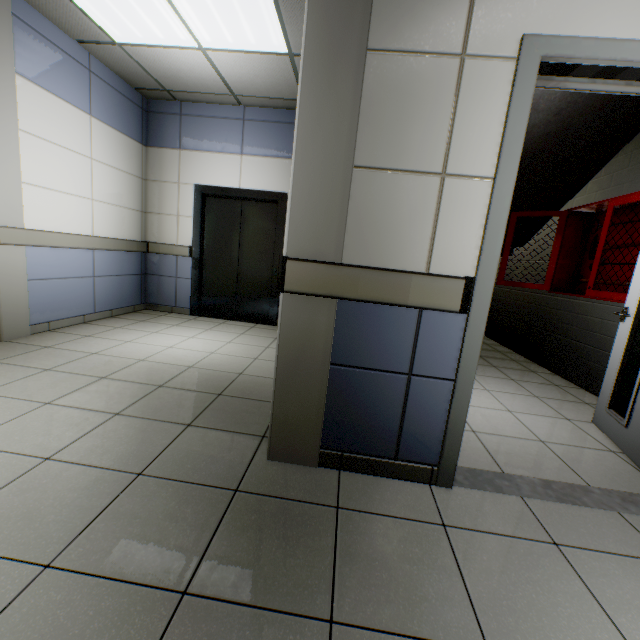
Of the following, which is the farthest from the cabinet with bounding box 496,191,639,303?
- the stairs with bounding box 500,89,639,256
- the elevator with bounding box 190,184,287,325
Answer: the elevator with bounding box 190,184,287,325

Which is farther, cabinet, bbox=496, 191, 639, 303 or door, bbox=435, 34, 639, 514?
cabinet, bbox=496, 191, 639, 303

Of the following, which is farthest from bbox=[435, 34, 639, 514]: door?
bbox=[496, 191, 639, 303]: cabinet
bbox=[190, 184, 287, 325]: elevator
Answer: bbox=[190, 184, 287, 325]: elevator

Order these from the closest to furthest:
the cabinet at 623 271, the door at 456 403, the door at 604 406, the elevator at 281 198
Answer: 1. the door at 456 403
2. the door at 604 406
3. the cabinet at 623 271
4. the elevator at 281 198

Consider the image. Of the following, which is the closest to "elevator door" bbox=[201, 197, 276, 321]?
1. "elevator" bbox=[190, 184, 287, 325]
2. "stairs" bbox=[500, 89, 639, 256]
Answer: "elevator" bbox=[190, 184, 287, 325]

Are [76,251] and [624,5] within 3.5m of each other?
no

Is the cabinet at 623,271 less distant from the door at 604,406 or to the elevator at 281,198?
the door at 604,406

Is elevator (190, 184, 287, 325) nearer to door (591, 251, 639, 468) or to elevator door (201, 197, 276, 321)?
elevator door (201, 197, 276, 321)
